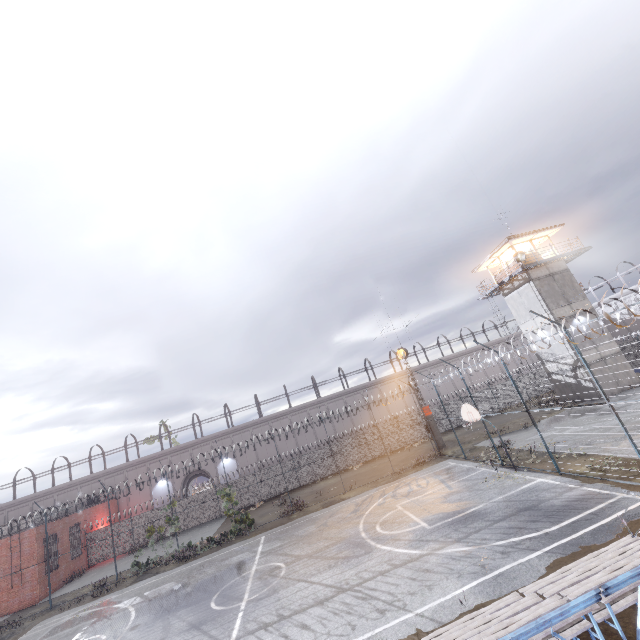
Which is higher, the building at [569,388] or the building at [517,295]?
the building at [517,295]

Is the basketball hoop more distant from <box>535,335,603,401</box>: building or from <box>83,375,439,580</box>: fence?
<box>535,335,603,401</box>: building

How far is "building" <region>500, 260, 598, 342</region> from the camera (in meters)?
27.50

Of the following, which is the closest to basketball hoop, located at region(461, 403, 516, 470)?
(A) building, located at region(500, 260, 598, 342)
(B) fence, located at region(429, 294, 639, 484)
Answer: (B) fence, located at region(429, 294, 639, 484)

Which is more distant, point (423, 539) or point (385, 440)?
point (385, 440)

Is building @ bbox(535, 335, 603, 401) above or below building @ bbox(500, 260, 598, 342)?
below

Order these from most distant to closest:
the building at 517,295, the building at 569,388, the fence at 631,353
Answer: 1. the building at 517,295
2. the building at 569,388
3. the fence at 631,353
